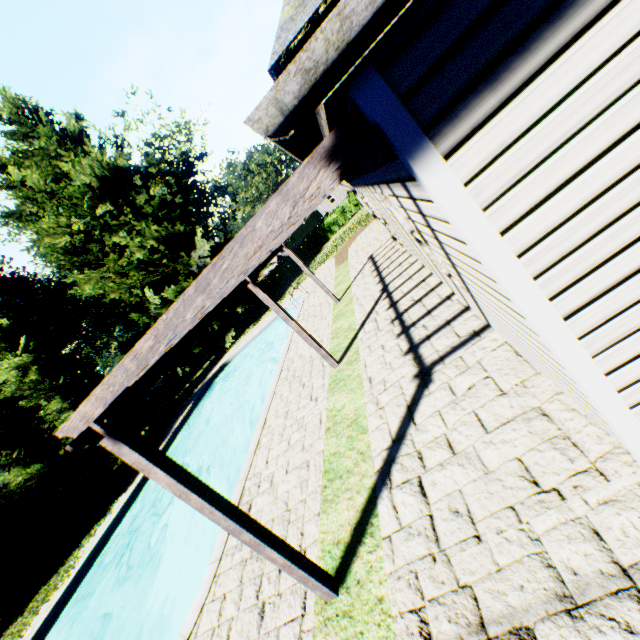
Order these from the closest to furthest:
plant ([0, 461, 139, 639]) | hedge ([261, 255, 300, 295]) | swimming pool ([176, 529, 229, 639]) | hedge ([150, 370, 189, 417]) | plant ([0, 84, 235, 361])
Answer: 1. swimming pool ([176, 529, 229, 639])
2. plant ([0, 461, 139, 639])
3. plant ([0, 84, 235, 361])
4. hedge ([150, 370, 189, 417])
5. hedge ([261, 255, 300, 295])

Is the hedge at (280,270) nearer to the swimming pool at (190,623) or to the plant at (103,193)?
the plant at (103,193)

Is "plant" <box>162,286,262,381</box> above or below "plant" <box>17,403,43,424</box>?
below

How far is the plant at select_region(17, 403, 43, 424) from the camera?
27.6 meters

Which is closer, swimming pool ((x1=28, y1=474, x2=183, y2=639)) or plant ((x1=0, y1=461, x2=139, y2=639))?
swimming pool ((x1=28, y1=474, x2=183, y2=639))

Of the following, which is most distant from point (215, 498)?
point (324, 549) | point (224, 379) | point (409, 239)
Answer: point (224, 379)

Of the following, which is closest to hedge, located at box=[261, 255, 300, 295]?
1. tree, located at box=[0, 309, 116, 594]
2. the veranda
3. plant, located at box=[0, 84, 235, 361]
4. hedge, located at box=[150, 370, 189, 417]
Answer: plant, located at box=[0, 84, 235, 361]

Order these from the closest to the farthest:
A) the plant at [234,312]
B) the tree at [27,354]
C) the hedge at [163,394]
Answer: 1. the tree at [27,354]
2. the plant at [234,312]
3. the hedge at [163,394]
